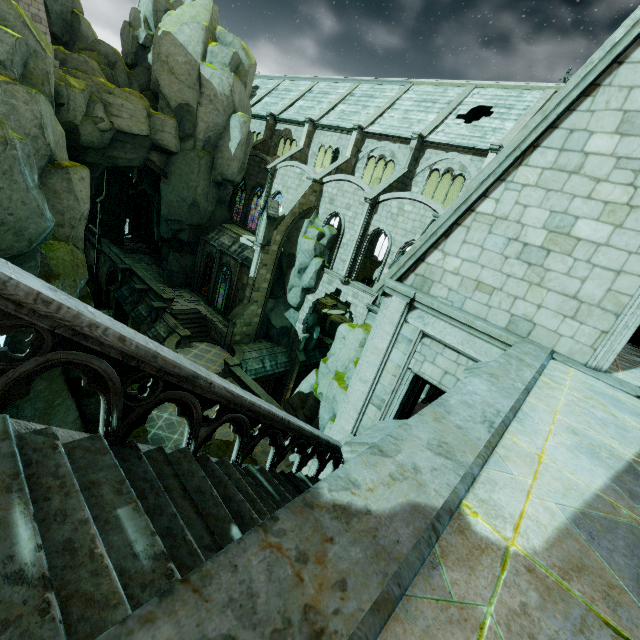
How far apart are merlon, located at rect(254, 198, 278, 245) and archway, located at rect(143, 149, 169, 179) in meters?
10.1

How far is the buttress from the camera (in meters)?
25.67

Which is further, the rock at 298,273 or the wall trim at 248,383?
the rock at 298,273

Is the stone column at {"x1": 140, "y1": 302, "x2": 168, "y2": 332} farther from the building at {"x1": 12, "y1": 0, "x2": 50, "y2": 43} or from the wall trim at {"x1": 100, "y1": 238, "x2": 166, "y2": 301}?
the building at {"x1": 12, "y1": 0, "x2": 50, "y2": 43}

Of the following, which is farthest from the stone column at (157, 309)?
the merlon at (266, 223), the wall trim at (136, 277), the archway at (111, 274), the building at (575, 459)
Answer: the merlon at (266, 223)

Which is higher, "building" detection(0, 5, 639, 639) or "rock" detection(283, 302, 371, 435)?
"building" detection(0, 5, 639, 639)

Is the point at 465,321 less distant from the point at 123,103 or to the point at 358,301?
the point at 358,301

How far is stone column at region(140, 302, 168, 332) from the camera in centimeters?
2783cm
